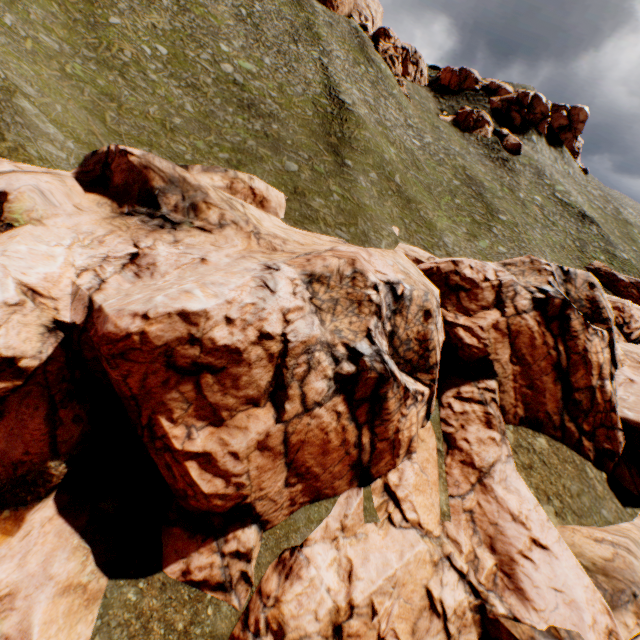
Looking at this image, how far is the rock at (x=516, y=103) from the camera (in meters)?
52.53

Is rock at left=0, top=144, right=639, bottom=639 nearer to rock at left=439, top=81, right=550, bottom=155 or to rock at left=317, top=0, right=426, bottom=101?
rock at left=439, top=81, right=550, bottom=155

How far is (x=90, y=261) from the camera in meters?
12.3

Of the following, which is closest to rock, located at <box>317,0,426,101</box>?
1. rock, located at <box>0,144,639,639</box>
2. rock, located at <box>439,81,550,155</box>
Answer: rock, located at <box>439,81,550,155</box>

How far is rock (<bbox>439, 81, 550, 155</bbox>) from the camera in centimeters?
5253cm

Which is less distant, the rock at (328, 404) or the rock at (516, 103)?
the rock at (328, 404)
